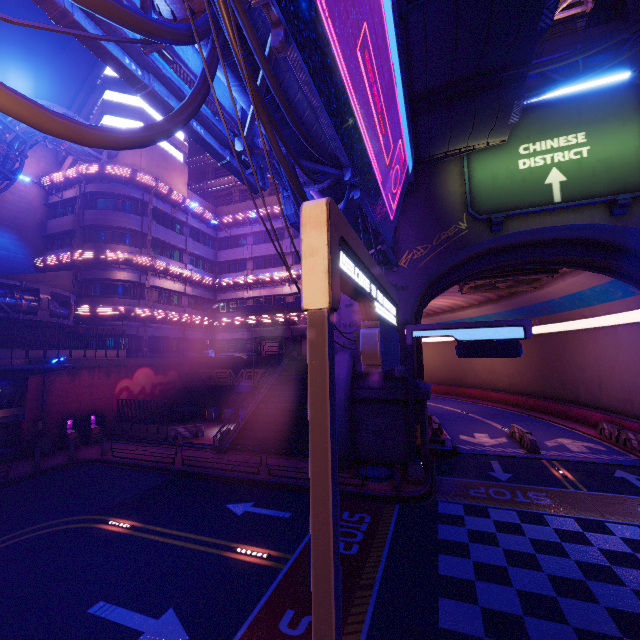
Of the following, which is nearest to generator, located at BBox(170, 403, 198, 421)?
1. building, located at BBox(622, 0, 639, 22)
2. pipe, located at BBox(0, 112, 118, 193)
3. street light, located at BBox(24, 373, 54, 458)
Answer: street light, located at BBox(24, 373, 54, 458)

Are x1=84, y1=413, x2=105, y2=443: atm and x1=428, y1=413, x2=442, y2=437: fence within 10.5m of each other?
no

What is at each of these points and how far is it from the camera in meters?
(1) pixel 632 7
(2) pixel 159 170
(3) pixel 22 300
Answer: (1) building, 17.4
(2) building, 32.3
(3) pipe, 19.1

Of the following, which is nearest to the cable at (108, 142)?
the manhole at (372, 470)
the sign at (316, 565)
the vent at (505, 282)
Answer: the sign at (316, 565)

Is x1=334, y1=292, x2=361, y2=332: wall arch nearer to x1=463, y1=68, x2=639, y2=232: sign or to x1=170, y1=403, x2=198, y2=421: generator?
x1=463, y1=68, x2=639, y2=232: sign

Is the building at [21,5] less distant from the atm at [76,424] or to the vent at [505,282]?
the atm at [76,424]

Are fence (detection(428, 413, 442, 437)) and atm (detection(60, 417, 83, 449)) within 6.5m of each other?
no

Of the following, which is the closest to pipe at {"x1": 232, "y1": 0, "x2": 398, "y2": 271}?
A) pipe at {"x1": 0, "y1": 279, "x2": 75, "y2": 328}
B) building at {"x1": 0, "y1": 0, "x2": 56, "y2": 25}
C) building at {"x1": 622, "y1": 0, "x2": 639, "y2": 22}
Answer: building at {"x1": 622, "y1": 0, "x2": 639, "y2": 22}
